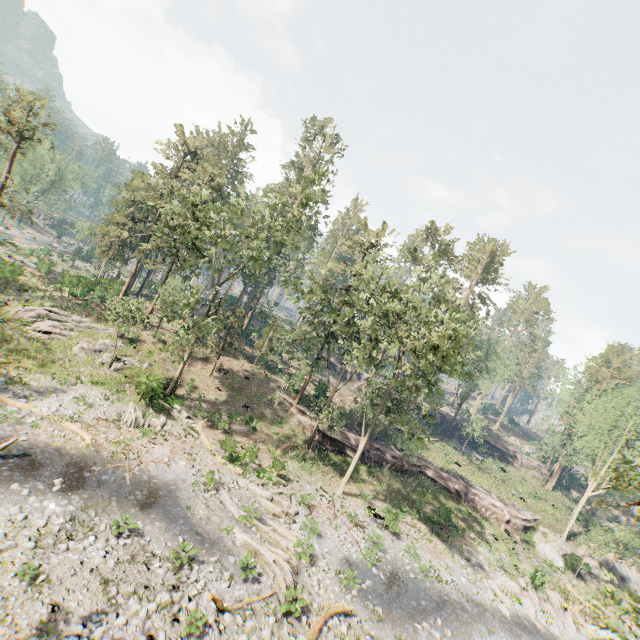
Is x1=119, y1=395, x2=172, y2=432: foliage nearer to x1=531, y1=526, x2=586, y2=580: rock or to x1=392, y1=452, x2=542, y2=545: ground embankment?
x1=392, y1=452, x2=542, y2=545: ground embankment

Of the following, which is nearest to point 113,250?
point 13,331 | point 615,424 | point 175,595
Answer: point 13,331

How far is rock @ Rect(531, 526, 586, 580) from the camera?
32.8m

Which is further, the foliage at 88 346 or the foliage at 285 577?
the foliage at 88 346

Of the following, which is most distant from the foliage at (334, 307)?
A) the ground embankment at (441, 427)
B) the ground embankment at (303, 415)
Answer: the ground embankment at (441, 427)

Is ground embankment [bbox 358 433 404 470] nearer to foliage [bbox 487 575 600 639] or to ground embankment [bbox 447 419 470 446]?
foliage [bbox 487 575 600 639]

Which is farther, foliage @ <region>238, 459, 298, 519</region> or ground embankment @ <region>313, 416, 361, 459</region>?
ground embankment @ <region>313, 416, 361, 459</region>
